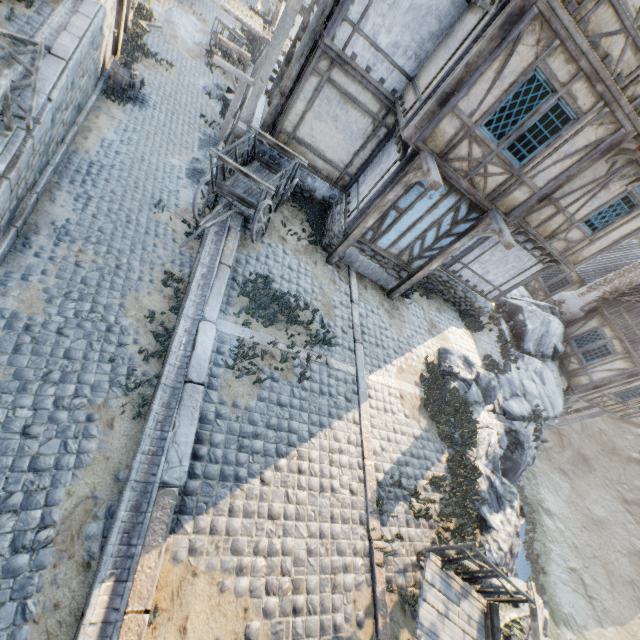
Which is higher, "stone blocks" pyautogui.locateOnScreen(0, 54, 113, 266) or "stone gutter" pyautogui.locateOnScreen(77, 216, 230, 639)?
"stone gutter" pyautogui.locateOnScreen(77, 216, 230, 639)

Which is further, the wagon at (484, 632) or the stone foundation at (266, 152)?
the stone foundation at (266, 152)

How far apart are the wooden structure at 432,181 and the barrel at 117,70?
11.58m

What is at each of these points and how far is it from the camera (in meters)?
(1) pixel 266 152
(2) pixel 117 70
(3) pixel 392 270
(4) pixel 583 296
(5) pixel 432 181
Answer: (1) stone foundation, 9.86
(2) barrel, 12.97
(3) stone foundation, 10.83
(4) chimney, 17.31
(5) wooden structure, 6.70

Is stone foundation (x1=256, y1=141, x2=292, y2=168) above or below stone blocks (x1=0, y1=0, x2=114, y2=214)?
above

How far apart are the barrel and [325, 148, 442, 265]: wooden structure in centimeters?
1158cm

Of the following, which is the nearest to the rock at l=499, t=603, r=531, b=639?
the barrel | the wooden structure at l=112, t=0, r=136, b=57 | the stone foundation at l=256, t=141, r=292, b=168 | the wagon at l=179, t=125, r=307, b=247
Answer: the stone foundation at l=256, t=141, r=292, b=168

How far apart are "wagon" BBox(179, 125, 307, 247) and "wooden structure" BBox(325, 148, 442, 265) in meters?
2.0
